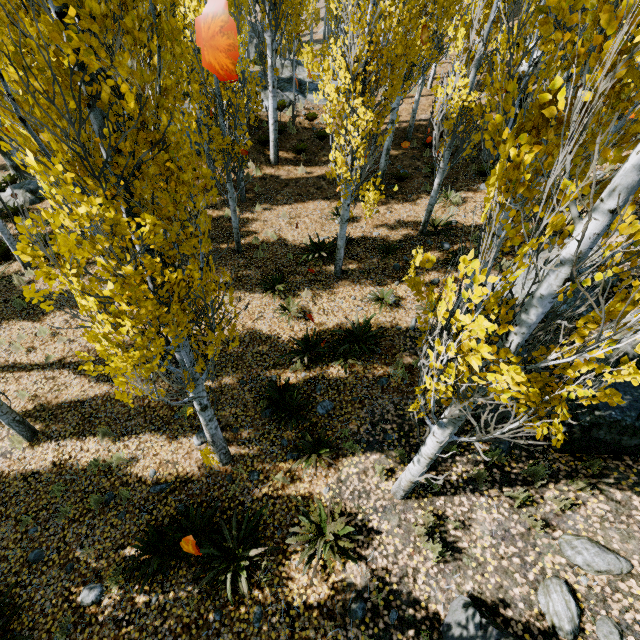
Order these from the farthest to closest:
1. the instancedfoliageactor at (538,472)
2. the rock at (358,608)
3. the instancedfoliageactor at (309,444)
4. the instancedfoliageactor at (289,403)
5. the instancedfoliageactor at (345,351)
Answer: the instancedfoliageactor at (345,351), the instancedfoliageactor at (289,403), the instancedfoliageactor at (309,444), the instancedfoliageactor at (538,472), the rock at (358,608)

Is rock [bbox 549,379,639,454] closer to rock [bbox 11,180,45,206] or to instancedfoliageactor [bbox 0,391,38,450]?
instancedfoliageactor [bbox 0,391,38,450]

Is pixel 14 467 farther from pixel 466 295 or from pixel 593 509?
pixel 593 509

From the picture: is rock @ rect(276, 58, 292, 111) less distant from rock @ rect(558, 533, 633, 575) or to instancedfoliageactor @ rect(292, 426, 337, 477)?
instancedfoliageactor @ rect(292, 426, 337, 477)

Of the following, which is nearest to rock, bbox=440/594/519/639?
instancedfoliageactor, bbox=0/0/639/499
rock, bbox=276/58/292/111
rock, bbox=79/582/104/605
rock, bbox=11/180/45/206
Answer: instancedfoliageactor, bbox=0/0/639/499

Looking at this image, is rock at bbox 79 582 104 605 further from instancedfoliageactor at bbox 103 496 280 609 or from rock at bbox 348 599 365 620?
rock at bbox 348 599 365 620

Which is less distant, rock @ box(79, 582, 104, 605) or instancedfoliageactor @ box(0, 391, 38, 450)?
rock @ box(79, 582, 104, 605)

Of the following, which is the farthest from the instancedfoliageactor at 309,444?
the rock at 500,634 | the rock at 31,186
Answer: the rock at 500,634
